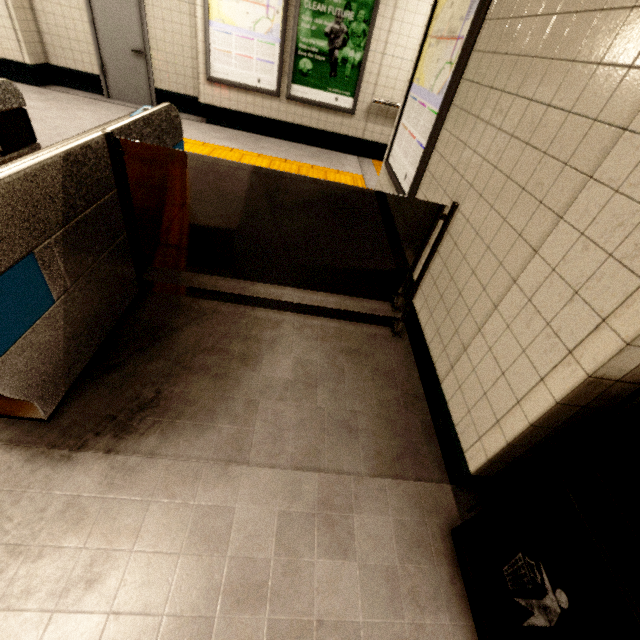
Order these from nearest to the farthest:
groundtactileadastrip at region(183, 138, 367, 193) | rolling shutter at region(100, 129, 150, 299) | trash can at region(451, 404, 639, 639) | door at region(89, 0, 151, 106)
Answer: trash can at region(451, 404, 639, 639)
rolling shutter at region(100, 129, 150, 299)
groundtactileadastrip at region(183, 138, 367, 193)
door at region(89, 0, 151, 106)

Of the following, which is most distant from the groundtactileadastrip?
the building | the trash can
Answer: the trash can

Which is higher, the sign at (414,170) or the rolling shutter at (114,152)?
the rolling shutter at (114,152)

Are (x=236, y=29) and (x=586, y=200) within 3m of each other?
no

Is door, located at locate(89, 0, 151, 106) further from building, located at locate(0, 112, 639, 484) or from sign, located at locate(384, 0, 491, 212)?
building, located at locate(0, 112, 639, 484)

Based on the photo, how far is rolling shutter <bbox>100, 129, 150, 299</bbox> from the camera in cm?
173

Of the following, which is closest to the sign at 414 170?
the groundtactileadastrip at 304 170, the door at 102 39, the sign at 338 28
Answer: the groundtactileadastrip at 304 170

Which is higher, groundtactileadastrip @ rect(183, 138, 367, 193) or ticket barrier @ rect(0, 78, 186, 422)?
ticket barrier @ rect(0, 78, 186, 422)
